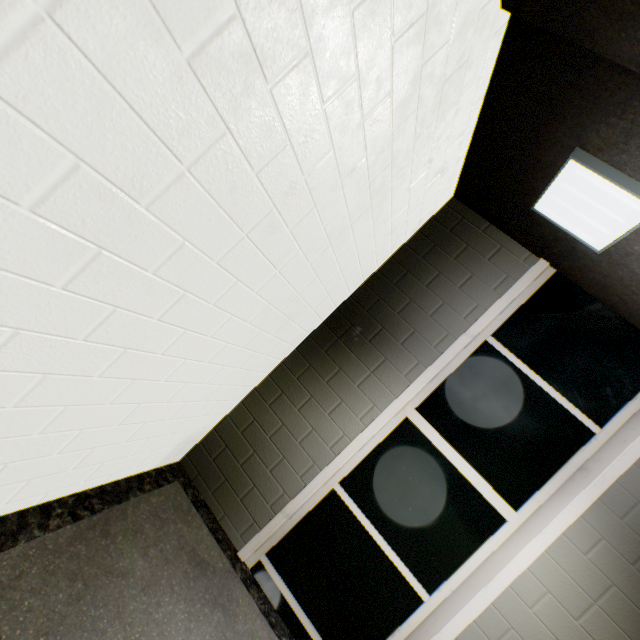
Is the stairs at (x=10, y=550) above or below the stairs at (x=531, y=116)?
below

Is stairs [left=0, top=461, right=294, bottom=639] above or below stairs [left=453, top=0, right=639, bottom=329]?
below

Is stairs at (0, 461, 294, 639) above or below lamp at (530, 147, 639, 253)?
below

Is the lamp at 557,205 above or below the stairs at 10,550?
above

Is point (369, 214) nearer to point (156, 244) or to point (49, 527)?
point (156, 244)
